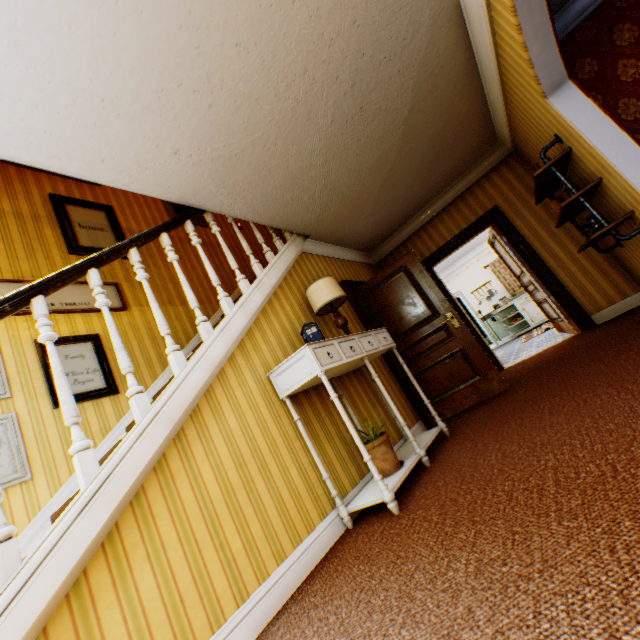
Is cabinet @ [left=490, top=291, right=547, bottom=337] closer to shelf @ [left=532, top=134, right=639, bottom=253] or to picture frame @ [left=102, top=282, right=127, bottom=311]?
shelf @ [left=532, top=134, right=639, bottom=253]

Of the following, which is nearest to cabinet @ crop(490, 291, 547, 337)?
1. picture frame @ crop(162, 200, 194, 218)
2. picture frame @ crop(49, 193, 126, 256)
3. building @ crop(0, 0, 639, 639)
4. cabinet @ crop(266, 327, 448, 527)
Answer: building @ crop(0, 0, 639, 639)

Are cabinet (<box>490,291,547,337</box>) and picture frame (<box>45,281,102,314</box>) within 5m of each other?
no

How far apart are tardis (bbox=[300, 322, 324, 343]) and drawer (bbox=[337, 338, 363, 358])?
0.20m

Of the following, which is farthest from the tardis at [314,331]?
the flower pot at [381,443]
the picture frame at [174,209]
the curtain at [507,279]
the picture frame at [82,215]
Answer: the curtain at [507,279]

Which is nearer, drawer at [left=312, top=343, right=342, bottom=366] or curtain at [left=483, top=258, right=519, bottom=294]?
drawer at [left=312, top=343, right=342, bottom=366]

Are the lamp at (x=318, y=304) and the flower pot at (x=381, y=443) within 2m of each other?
yes

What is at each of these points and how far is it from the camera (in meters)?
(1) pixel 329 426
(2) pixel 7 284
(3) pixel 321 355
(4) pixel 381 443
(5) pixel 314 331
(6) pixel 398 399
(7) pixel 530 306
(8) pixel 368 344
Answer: (1) building, 3.02
(2) picture frame, 3.29
(3) drawer, 2.60
(4) flower pot, 2.74
(5) tardis, 3.09
(6) building, 4.24
(7) cabinet, 9.77
(8) drawer, 3.29
